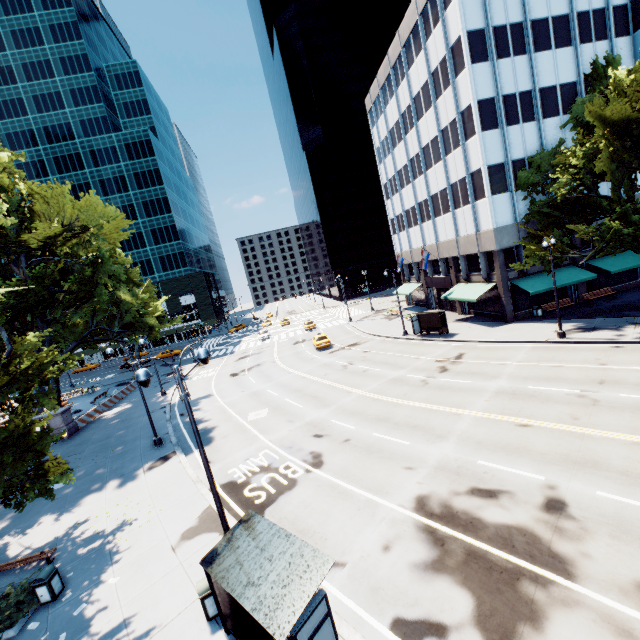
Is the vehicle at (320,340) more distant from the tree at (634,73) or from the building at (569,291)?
the tree at (634,73)

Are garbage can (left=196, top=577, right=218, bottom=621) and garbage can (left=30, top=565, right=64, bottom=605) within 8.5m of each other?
yes

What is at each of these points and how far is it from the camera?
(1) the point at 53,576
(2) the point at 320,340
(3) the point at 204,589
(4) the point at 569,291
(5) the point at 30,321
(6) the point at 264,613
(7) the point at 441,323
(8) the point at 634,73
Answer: (1) garbage can, 11.1m
(2) vehicle, 38.5m
(3) garbage can, 8.9m
(4) building, 31.5m
(5) tree, 26.1m
(6) bus stop, 6.6m
(7) bus stop, 31.1m
(8) tree, 18.0m

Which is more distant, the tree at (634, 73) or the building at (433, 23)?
the building at (433, 23)

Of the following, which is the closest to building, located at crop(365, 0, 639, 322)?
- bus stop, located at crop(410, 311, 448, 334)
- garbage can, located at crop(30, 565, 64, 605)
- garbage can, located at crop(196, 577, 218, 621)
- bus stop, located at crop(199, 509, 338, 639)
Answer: bus stop, located at crop(410, 311, 448, 334)

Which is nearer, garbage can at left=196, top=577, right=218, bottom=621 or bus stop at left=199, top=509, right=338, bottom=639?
bus stop at left=199, top=509, right=338, bottom=639

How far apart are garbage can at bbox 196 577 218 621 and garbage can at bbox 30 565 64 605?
5.96m

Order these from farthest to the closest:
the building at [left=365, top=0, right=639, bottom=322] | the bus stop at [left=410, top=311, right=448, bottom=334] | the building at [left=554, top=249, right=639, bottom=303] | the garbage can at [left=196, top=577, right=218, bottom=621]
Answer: the bus stop at [left=410, top=311, right=448, bottom=334] → the building at [left=554, top=249, right=639, bottom=303] → the building at [left=365, top=0, right=639, bottom=322] → the garbage can at [left=196, top=577, right=218, bottom=621]
